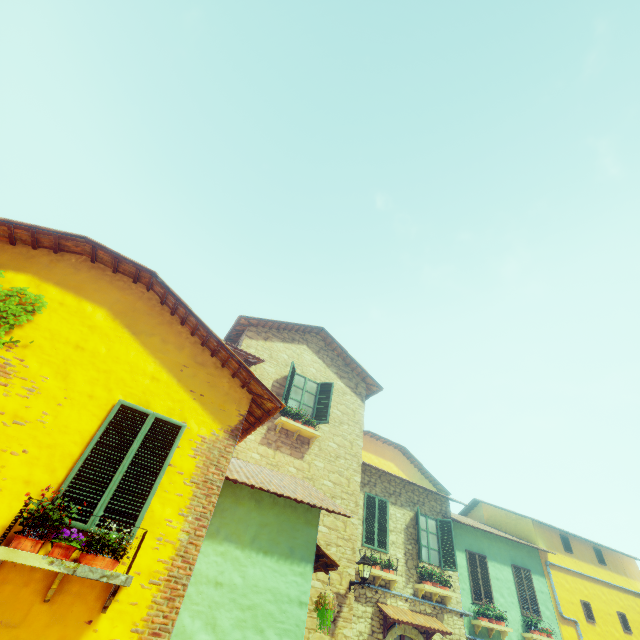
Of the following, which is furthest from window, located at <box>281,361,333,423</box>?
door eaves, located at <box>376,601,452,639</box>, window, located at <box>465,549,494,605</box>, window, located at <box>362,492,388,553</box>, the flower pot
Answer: window, located at <box>465,549,494,605</box>

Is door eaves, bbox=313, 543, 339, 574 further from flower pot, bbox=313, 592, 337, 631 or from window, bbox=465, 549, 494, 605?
window, bbox=465, 549, 494, 605

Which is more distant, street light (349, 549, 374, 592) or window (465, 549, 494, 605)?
window (465, 549, 494, 605)

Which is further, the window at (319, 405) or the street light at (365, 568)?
the window at (319, 405)

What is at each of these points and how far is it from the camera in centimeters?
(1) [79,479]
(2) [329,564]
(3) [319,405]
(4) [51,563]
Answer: (1) window, 429cm
(2) door eaves, 697cm
(3) window, 1143cm
(4) window sill, 350cm

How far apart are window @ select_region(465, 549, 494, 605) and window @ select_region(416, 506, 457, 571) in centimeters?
159cm

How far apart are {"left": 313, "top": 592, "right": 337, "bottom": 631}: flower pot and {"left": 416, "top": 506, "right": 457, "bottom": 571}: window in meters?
5.9 m

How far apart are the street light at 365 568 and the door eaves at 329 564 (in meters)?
1.64
